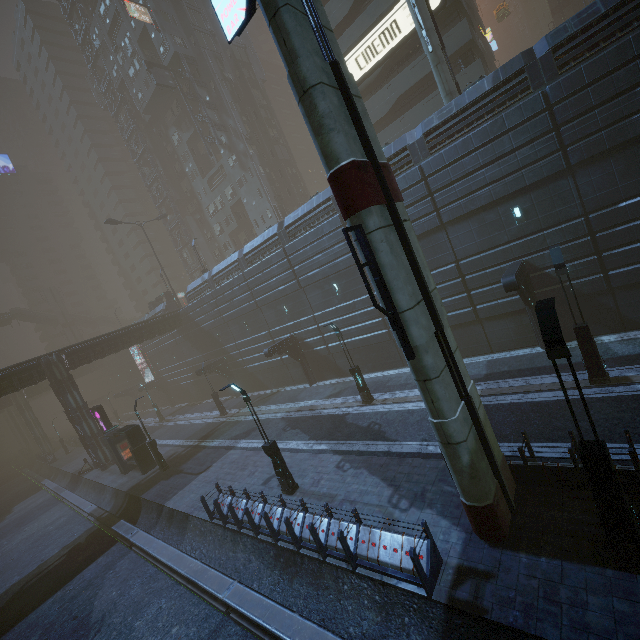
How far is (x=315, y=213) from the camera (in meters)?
23.67

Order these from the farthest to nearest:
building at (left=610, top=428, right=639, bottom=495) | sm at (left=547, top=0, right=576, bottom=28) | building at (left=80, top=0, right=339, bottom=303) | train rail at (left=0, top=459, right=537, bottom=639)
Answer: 1. sm at (left=547, top=0, right=576, bottom=28)
2. building at (left=80, top=0, right=339, bottom=303)
3. train rail at (left=0, top=459, right=537, bottom=639)
4. building at (left=610, top=428, right=639, bottom=495)

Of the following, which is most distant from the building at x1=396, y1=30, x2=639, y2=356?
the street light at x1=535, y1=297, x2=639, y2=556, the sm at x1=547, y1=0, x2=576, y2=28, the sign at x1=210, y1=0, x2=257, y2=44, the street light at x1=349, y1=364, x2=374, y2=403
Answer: the sm at x1=547, y1=0, x2=576, y2=28

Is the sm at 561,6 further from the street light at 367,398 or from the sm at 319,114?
the sm at 319,114

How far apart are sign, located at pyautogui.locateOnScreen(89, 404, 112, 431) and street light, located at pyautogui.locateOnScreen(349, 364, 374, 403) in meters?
22.7

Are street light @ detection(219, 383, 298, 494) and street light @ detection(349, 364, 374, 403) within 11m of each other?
yes

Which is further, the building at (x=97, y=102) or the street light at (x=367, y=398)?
the building at (x=97, y=102)

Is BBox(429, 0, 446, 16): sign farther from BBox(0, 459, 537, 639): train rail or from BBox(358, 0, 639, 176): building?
BBox(0, 459, 537, 639): train rail
